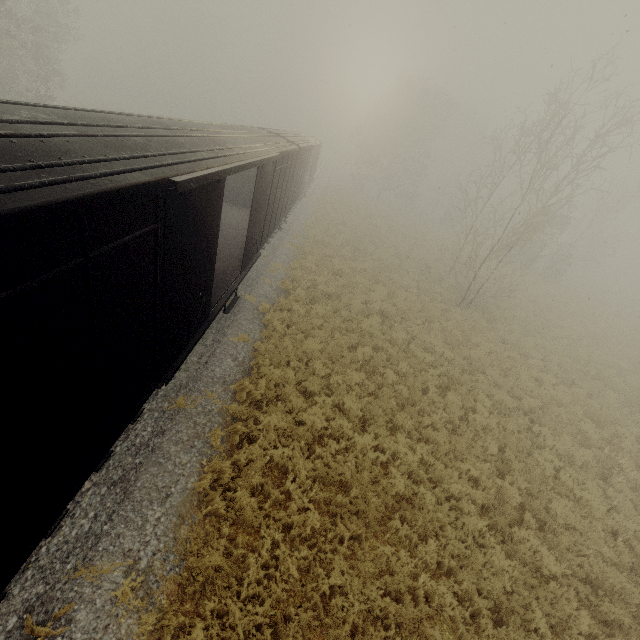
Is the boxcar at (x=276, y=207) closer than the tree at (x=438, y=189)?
Yes

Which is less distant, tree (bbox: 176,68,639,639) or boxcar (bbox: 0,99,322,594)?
boxcar (bbox: 0,99,322,594)

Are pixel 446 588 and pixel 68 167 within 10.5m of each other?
yes
